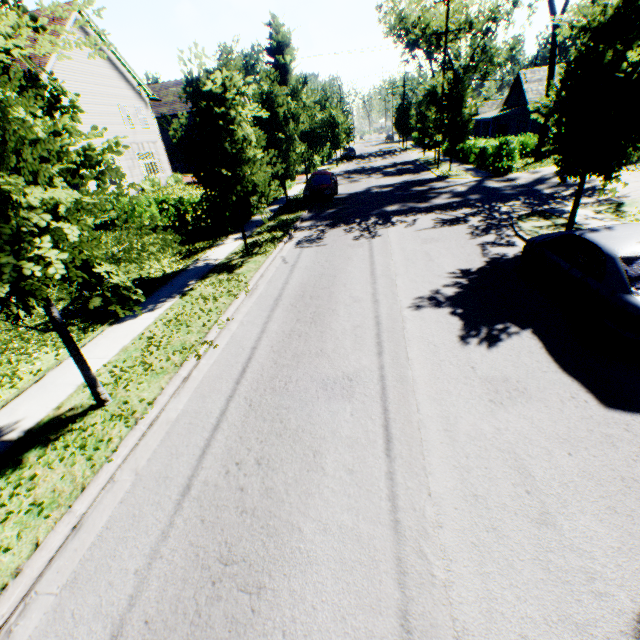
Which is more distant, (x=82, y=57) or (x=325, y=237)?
(x=82, y=57)

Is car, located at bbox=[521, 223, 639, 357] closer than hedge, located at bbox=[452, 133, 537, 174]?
Yes

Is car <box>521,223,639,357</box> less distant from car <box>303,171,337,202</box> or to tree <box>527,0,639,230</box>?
tree <box>527,0,639,230</box>

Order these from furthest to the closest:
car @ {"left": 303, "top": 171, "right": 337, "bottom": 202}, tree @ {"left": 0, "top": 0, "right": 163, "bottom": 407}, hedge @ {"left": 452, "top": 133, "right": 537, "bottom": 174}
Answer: hedge @ {"left": 452, "top": 133, "right": 537, "bottom": 174} < car @ {"left": 303, "top": 171, "right": 337, "bottom": 202} < tree @ {"left": 0, "top": 0, "right": 163, "bottom": 407}

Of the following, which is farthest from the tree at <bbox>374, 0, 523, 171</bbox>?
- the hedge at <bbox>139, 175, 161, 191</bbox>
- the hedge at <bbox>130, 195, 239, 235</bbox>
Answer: the hedge at <bbox>139, 175, 161, 191</bbox>

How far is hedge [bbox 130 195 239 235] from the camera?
15.7m

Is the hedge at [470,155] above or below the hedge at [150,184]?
below

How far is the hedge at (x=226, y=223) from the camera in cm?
1569
